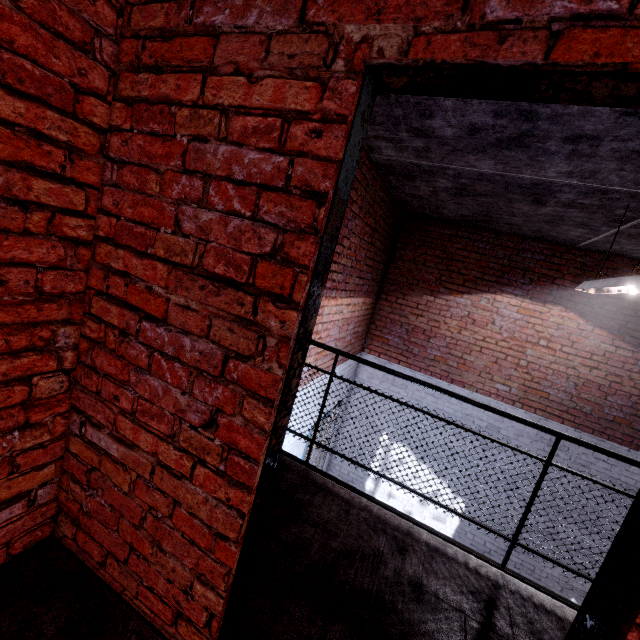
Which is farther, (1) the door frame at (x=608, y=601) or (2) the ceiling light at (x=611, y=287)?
(2) the ceiling light at (x=611, y=287)

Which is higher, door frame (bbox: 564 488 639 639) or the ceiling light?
the ceiling light

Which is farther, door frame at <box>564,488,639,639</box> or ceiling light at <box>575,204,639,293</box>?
ceiling light at <box>575,204,639,293</box>

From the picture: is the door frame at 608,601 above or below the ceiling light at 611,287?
below

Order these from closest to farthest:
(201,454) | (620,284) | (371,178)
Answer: (201,454)
(620,284)
(371,178)
